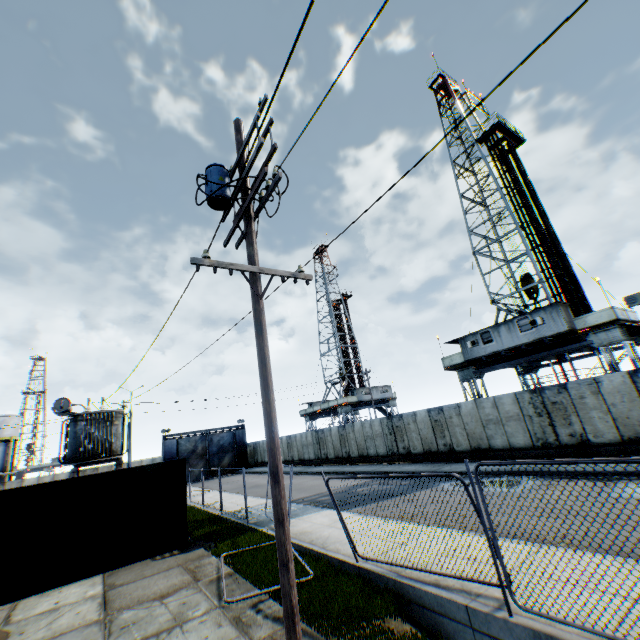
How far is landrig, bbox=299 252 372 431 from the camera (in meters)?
44.88

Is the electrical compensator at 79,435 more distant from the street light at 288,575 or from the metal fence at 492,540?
the street light at 288,575

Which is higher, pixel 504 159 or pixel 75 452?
pixel 504 159

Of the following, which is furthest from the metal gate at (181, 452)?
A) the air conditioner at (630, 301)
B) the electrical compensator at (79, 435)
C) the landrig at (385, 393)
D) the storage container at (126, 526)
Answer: the air conditioner at (630, 301)

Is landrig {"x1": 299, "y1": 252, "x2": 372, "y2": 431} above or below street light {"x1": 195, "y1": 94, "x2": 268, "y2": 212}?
below

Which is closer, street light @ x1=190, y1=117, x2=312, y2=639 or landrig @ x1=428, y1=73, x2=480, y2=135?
street light @ x1=190, y1=117, x2=312, y2=639

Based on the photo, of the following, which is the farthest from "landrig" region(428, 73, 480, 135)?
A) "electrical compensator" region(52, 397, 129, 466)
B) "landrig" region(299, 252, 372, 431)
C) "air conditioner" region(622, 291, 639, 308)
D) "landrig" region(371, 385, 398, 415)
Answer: "electrical compensator" region(52, 397, 129, 466)

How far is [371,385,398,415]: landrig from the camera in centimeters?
4653cm
